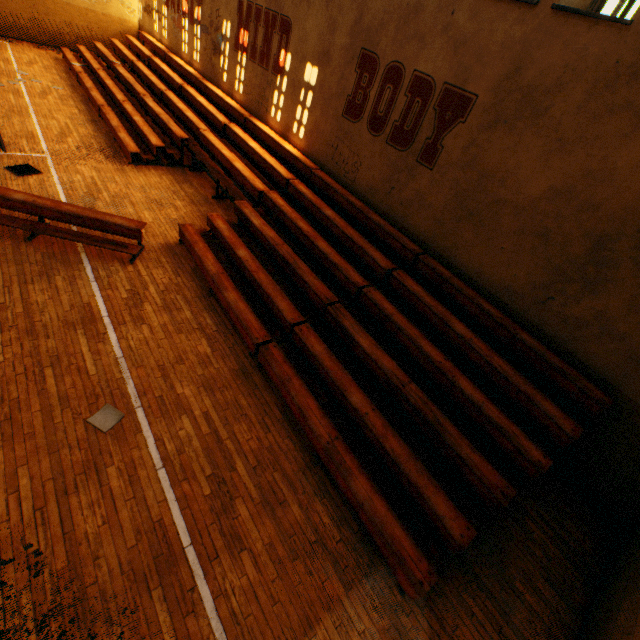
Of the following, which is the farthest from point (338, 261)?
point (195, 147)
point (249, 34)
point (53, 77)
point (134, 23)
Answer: point (134, 23)

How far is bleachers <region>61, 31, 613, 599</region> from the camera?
4.4m

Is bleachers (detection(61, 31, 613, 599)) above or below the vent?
above

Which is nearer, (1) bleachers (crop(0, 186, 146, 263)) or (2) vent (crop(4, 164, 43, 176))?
(1) bleachers (crop(0, 186, 146, 263))

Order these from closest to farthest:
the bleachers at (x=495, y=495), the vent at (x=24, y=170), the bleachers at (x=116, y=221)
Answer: the bleachers at (x=495, y=495), the bleachers at (x=116, y=221), the vent at (x=24, y=170)

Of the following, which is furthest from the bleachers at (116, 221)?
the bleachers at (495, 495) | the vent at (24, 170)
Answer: the vent at (24, 170)

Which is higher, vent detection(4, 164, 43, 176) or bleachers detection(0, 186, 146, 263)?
bleachers detection(0, 186, 146, 263)

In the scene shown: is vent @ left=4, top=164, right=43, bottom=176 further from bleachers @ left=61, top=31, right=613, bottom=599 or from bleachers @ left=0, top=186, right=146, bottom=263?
bleachers @ left=61, top=31, right=613, bottom=599
